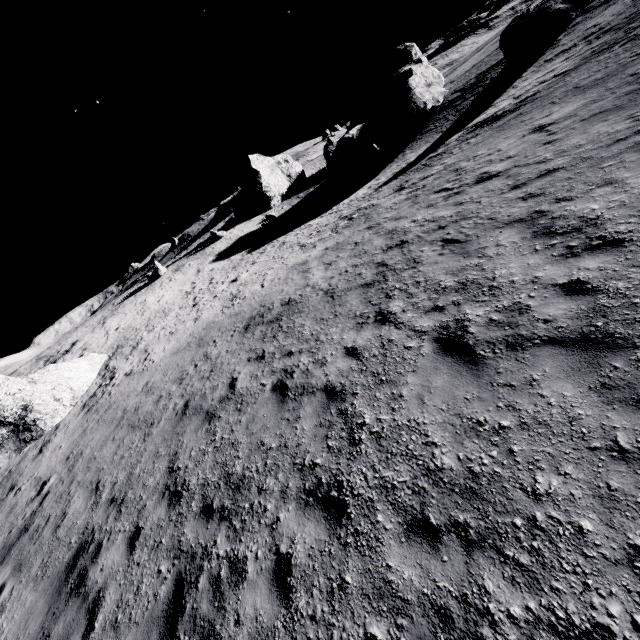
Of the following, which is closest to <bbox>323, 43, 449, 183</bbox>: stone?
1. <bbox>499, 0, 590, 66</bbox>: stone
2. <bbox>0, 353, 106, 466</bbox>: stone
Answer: <bbox>499, 0, 590, 66</bbox>: stone

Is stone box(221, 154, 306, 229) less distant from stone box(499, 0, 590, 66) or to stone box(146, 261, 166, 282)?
stone box(146, 261, 166, 282)

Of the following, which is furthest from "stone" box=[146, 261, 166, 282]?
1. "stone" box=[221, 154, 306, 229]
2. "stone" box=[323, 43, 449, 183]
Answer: "stone" box=[323, 43, 449, 183]

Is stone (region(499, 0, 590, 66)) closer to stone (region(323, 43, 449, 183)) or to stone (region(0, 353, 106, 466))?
stone (region(323, 43, 449, 183))

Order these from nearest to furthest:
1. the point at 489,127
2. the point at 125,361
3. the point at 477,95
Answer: the point at 489,127 → the point at 125,361 → the point at 477,95

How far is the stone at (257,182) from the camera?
45.0 meters

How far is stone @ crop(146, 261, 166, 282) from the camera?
36.4m

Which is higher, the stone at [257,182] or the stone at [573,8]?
the stone at [257,182]
